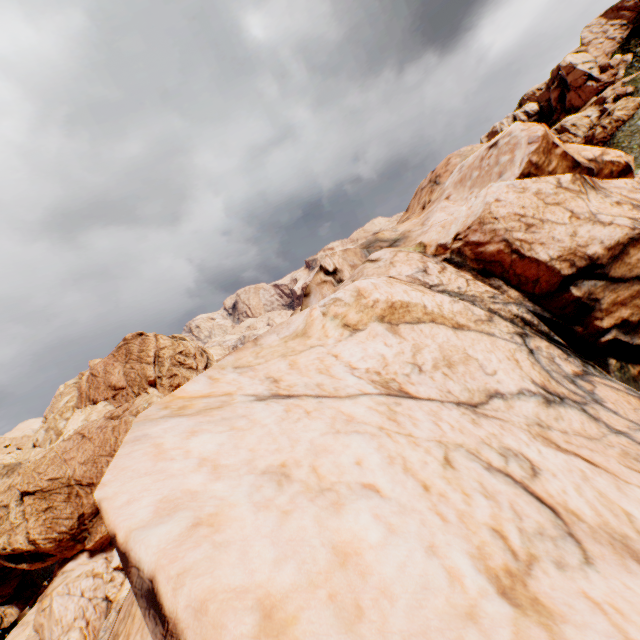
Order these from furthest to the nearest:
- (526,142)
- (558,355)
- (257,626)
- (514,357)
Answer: (526,142) < (558,355) < (514,357) < (257,626)
